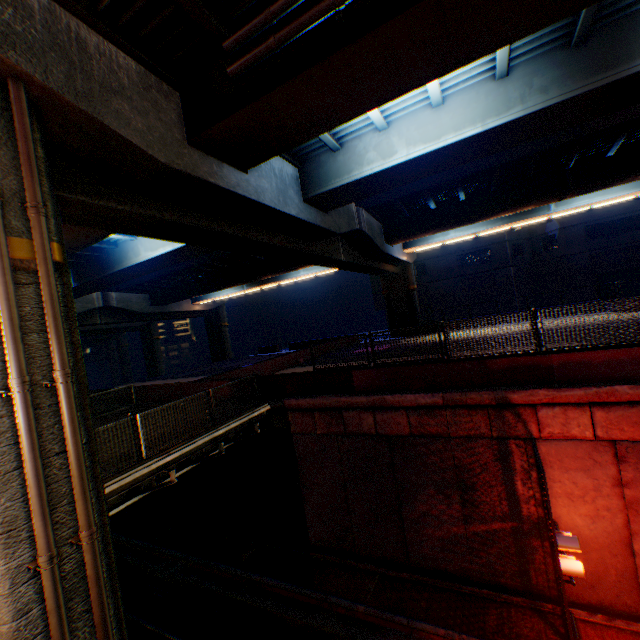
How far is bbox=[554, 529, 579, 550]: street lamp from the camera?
7.0 meters

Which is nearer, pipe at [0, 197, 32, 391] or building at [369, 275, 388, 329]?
pipe at [0, 197, 32, 391]

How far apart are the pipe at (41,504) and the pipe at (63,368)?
0.28m

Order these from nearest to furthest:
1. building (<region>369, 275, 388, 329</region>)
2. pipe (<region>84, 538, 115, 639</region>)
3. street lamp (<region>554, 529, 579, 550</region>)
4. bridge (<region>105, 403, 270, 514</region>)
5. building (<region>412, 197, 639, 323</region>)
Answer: pipe (<region>84, 538, 115, 639</region>), street lamp (<region>554, 529, 579, 550</region>), bridge (<region>105, 403, 270, 514</region>), building (<region>412, 197, 639, 323</region>), building (<region>369, 275, 388, 329</region>)

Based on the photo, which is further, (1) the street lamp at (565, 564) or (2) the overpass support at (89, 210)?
(1) the street lamp at (565, 564)

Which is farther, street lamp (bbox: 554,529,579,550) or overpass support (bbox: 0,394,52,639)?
street lamp (bbox: 554,529,579,550)

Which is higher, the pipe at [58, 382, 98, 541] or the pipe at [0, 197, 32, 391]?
the pipe at [0, 197, 32, 391]

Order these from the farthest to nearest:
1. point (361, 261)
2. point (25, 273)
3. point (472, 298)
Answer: point (472, 298) → point (361, 261) → point (25, 273)
